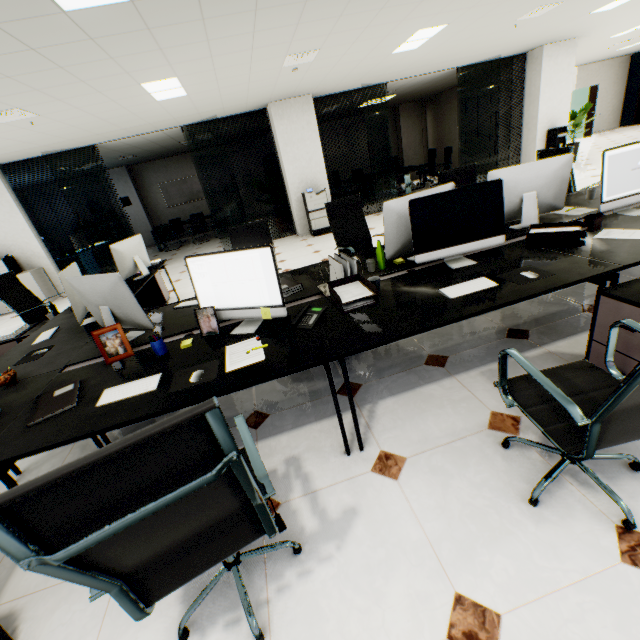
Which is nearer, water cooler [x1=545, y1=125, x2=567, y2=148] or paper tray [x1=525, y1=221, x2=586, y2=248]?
paper tray [x1=525, y1=221, x2=586, y2=248]

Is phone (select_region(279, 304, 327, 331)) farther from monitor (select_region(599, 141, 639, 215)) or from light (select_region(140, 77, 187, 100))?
light (select_region(140, 77, 187, 100))

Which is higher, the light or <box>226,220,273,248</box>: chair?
the light

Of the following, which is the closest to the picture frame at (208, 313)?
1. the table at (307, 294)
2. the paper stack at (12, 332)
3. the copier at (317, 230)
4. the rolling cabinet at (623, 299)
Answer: the table at (307, 294)

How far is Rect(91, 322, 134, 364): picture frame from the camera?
2.0m

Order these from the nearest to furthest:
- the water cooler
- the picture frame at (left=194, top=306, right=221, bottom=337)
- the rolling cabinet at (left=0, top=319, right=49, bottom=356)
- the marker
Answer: the picture frame at (left=194, top=306, right=221, bottom=337) → the rolling cabinet at (left=0, top=319, right=49, bottom=356) → the water cooler → the marker

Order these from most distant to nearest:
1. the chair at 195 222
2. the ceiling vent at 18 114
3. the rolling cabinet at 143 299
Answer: the chair at 195 222 < the rolling cabinet at 143 299 < the ceiling vent at 18 114

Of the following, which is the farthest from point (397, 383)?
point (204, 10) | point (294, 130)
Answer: point (294, 130)
